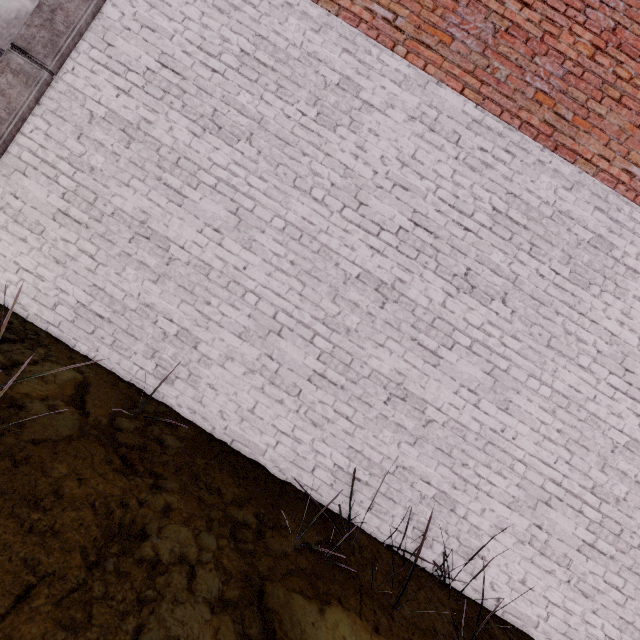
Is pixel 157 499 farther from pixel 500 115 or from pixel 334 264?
pixel 500 115
